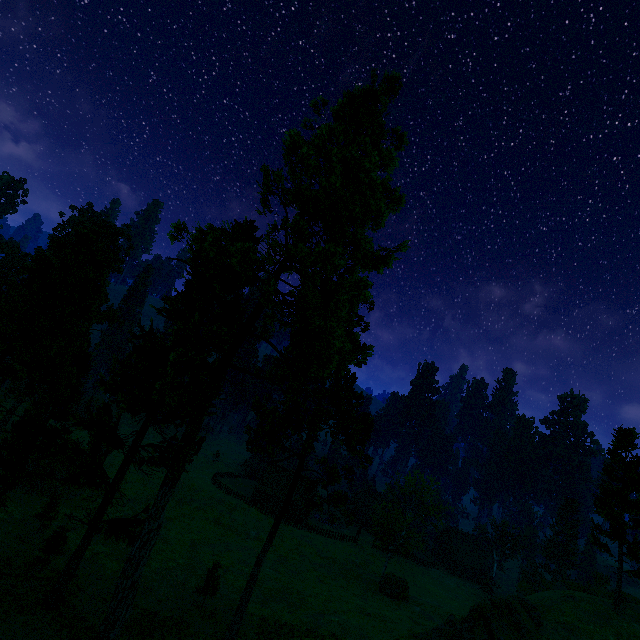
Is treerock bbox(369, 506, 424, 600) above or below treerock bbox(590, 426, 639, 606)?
below

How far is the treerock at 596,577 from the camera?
53.6 meters

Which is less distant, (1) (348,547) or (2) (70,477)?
(2) (70,477)

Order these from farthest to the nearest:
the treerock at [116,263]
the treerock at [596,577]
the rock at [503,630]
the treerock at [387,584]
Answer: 1. the treerock at [596,577]
2. the treerock at [387,584]
3. the rock at [503,630]
4. the treerock at [116,263]

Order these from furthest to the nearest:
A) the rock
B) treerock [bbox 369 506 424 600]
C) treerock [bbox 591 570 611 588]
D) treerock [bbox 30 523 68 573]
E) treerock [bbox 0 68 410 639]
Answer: treerock [bbox 591 570 611 588]
treerock [bbox 369 506 424 600]
treerock [bbox 30 523 68 573]
the rock
treerock [bbox 0 68 410 639]

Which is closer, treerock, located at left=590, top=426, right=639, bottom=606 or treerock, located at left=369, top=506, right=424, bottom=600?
treerock, located at left=590, top=426, right=639, bottom=606
